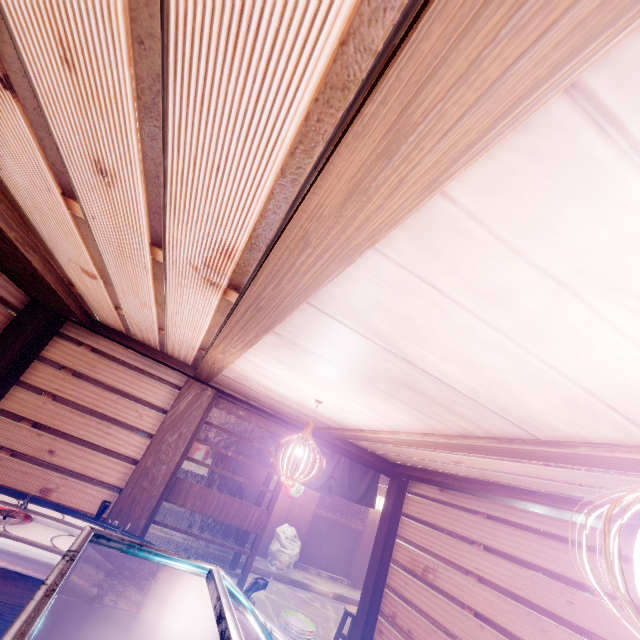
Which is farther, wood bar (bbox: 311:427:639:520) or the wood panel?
wood bar (bbox: 311:427:639:520)

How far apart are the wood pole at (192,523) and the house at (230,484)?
0.01m

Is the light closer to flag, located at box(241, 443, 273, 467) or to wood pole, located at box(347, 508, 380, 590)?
flag, located at box(241, 443, 273, 467)

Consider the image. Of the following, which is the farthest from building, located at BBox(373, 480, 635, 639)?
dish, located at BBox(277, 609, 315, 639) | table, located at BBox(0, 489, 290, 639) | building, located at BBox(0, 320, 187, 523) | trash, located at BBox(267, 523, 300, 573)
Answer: trash, located at BBox(267, 523, 300, 573)

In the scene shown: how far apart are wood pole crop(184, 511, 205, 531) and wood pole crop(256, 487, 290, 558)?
3.0 meters

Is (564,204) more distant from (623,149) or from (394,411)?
(394,411)

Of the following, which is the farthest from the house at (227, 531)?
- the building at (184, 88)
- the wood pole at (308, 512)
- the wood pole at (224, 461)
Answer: the building at (184, 88)

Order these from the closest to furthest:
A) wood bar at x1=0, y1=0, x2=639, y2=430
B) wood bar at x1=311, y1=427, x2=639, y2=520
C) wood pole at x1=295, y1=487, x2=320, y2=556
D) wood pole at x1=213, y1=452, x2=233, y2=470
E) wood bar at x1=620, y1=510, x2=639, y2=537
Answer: wood bar at x1=0, y1=0, x2=639, y2=430 → wood bar at x1=311, y1=427, x2=639, y2=520 → wood bar at x1=620, y1=510, x2=639, y2=537 → wood pole at x1=213, y1=452, x2=233, y2=470 → wood pole at x1=295, y1=487, x2=320, y2=556
